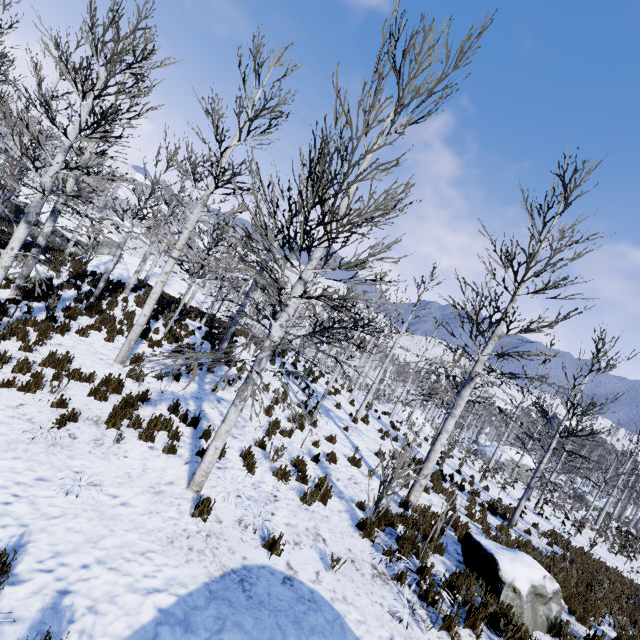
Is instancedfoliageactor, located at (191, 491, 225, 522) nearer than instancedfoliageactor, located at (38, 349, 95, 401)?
Yes

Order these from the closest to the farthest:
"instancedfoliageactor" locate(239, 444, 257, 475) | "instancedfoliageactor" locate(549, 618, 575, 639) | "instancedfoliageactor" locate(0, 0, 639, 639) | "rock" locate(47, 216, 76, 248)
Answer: "instancedfoliageactor" locate(0, 0, 639, 639) < "instancedfoliageactor" locate(549, 618, 575, 639) < "instancedfoliageactor" locate(239, 444, 257, 475) < "rock" locate(47, 216, 76, 248)

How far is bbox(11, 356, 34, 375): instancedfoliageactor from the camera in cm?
661

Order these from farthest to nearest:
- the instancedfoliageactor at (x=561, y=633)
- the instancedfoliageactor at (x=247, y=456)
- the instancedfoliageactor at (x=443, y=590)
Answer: the instancedfoliageactor at (x=247, y=456) → the instancedfoliageactor at (x=561, y=633) → the instancedfoliageactor at (x=443, y=590)

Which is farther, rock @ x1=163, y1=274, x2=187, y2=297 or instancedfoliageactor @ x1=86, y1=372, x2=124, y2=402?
rock @ x1=163, y1=274, x2=187, y2=297

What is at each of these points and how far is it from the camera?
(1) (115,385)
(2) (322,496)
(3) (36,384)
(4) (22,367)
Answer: (1) instancedfoliageactor, 7.5m
(2) instancedfoliageactor, 7.1m
(3) instancedfoliageactor, 6.4m
(4) instancedfoliageactor, 6.7m

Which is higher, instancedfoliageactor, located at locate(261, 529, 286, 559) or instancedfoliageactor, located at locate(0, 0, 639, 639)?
instancedfoliageactor, located at locate(0, 0, 639, 639)

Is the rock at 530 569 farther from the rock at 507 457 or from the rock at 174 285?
the rock at 507 457
